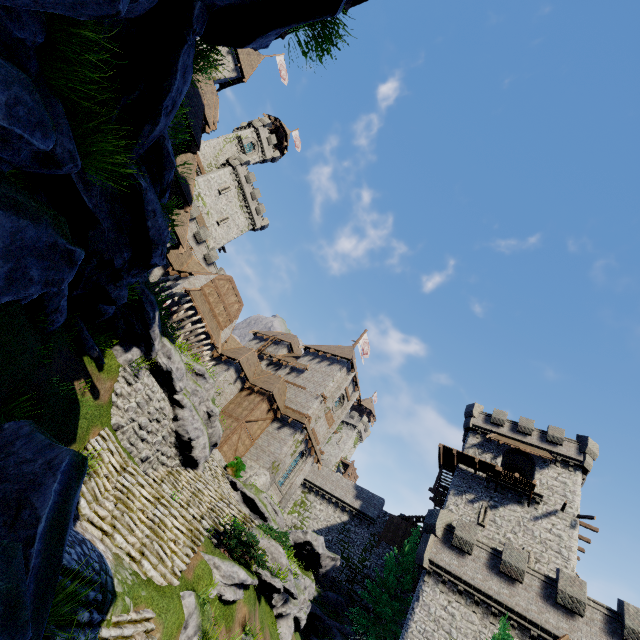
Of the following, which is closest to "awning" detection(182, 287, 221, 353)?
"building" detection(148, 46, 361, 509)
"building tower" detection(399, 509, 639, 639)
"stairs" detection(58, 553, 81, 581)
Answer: "building" detection(148, 46, 361, 509)

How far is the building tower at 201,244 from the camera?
39.2 meters

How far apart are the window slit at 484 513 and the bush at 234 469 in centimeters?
2080cm

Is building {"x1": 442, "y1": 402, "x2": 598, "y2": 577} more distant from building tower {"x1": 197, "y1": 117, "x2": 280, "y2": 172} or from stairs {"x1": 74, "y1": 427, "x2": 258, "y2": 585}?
building tower {"x1": 197, "y1": 117, "x2": 280, "y2": 172}

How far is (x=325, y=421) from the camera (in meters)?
33.47

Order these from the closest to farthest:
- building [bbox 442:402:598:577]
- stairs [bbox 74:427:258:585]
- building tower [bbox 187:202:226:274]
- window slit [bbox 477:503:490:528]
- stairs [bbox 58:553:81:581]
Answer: stairs [bbox 58:553:81:581]
stairs [bbox 74:427:258:585]
building [bbox 442:402:598:577]
window slit [bbox 477:503:490:528]
building tower [bbox 187:202:226:274]

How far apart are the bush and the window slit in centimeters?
2080cm

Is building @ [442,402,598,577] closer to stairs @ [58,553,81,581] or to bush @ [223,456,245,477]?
bush @ [223,456,245,477]
